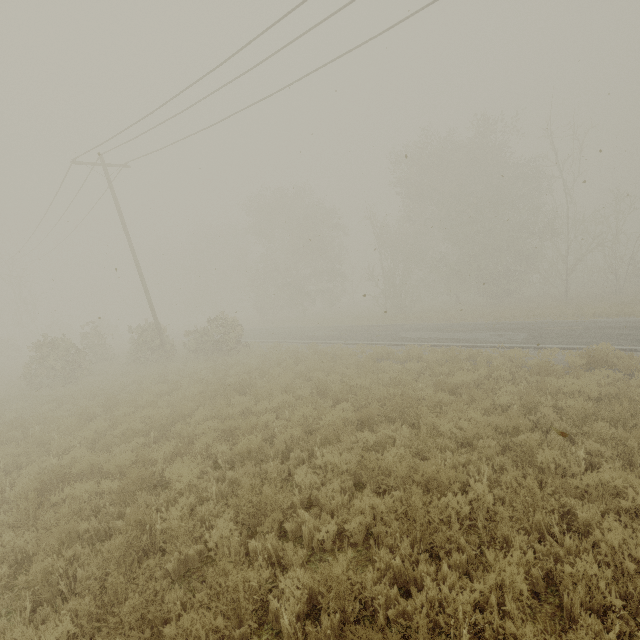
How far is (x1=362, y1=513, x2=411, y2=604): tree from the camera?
3.7 meters

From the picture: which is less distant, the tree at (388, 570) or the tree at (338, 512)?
the tree at (388, 570)

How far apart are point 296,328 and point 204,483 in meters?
23.7

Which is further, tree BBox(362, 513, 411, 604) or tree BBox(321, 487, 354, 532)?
tree BBox(321, 487, 354, 532)

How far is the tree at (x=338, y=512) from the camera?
4.7m

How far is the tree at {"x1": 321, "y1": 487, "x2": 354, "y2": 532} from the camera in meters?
4.7 m

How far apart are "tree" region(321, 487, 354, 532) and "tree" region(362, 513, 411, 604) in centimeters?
97cm
